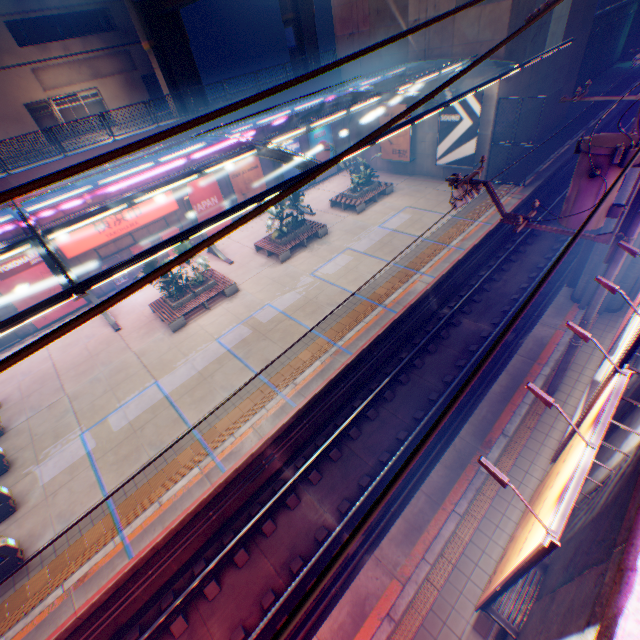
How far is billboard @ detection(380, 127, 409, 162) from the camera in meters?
23.0 m

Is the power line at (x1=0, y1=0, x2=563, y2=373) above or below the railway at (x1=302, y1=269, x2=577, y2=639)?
above

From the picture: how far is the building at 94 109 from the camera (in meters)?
32.31

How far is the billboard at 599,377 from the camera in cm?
560

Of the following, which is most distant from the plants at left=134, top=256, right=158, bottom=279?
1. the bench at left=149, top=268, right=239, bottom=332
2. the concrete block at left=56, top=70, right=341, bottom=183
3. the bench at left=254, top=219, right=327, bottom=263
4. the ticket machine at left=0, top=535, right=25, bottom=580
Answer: the ticket machine at left=0, top=535, right=25, bottom=580

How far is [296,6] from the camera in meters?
29.5 m

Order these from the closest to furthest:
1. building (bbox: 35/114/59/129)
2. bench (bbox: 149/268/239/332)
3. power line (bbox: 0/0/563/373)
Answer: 1. power line (bbox: 0/0/563/373)
2. bench (bbox: 149/268/239/332)
3. building (bbox: 35/114/59/129)

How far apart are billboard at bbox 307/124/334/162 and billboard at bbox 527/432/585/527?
25.5 meters
